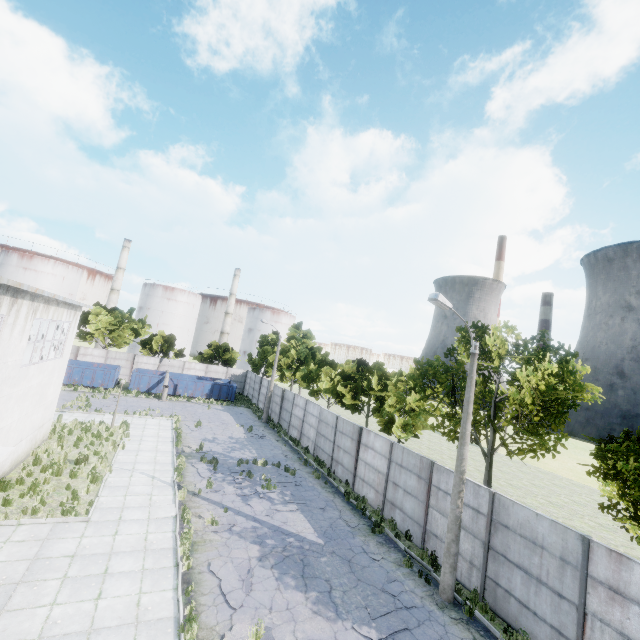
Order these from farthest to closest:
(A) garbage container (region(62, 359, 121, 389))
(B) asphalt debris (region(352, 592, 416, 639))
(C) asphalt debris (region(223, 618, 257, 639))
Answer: (A) garbage container (region(62, 359, 121, 389)) < (B) asphalt debris (region(352, 592, 416, 639)) < (C) asphalt debris (region(223, 618, 257, 639))

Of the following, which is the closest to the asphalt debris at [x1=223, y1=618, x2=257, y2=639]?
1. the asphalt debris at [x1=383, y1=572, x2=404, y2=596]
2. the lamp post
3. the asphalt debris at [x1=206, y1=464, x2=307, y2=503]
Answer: the asphalt debris at [x1=383, y1=572, x2=404, y2=596]

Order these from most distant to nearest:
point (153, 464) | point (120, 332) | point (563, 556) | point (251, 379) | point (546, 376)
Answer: point (251, 379), point (120, 332), point (153, 464), point (546, 376), point (563, 556)

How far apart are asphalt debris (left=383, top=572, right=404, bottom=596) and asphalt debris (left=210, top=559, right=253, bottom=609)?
3.2m

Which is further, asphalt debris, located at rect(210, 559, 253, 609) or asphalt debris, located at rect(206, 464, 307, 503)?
asphalt debris, located at rect(206, 464, 307, 503)

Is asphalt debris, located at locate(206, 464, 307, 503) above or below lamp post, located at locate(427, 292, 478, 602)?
below

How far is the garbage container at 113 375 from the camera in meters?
33.4

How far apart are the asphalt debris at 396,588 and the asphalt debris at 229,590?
3.2 meters
